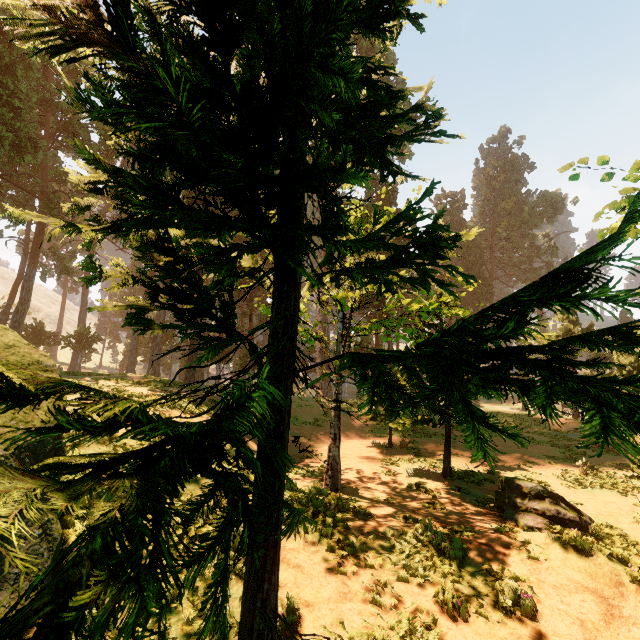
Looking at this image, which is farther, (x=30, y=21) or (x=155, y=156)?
(x=30, y=21)

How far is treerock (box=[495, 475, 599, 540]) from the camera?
9.6m

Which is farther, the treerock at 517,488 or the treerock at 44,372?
the treerock at 517,488

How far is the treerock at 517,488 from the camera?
9.63m

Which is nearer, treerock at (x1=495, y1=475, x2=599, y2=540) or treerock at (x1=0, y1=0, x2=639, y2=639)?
treerock at (x1=0, y1=0, x2=639, y2=639)

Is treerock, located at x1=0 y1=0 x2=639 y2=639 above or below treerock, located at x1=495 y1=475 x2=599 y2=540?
above
